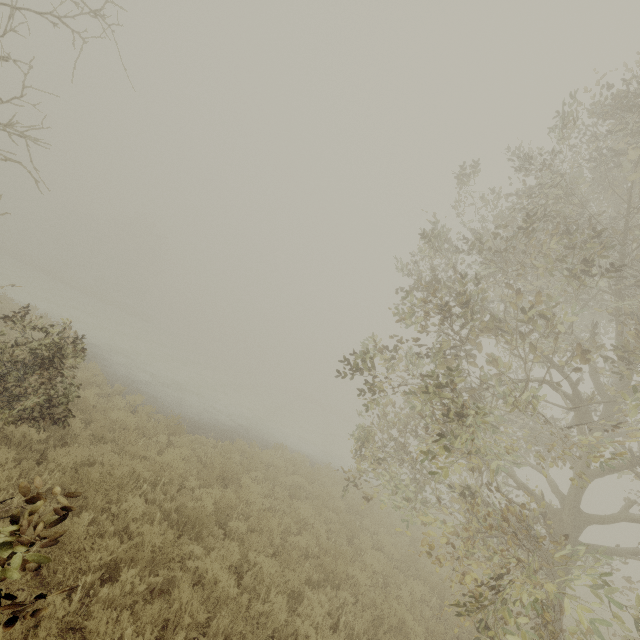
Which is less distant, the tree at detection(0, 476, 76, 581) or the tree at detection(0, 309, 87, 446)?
the tree at detection(0, 476, 76, 581)

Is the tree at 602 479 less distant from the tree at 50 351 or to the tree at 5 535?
the tree at 5 535

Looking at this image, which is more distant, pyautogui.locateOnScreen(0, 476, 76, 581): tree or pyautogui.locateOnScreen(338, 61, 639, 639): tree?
pyautogui.locateOnScreen(338, 61, 639, 639): tree

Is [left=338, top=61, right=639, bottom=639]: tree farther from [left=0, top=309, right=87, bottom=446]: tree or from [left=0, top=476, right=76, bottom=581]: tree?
[left=0, top=309, right=87, bottom=446]: tree

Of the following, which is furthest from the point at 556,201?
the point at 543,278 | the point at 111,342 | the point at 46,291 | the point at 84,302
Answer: the point at 84,302

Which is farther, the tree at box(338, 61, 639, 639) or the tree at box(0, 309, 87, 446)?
the tree at box(0, 309, 87, 446)
